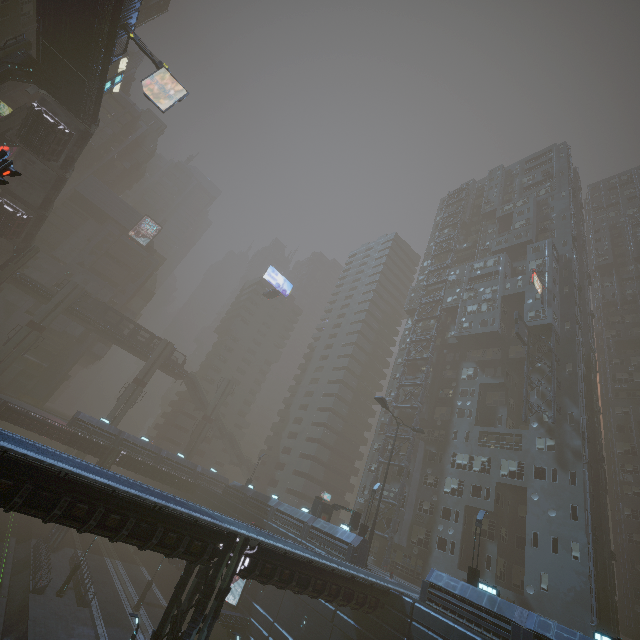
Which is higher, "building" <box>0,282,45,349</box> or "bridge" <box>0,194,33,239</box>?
"bridge" <box>0,194,33,239</box>

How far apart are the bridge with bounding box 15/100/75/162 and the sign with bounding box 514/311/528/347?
53.33m

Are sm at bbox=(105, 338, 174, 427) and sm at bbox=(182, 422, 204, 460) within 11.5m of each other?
yes

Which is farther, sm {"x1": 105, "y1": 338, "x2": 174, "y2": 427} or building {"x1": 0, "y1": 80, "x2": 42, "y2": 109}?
sm {"x1": 105, "y1": 338, "x2": 174, "y2": 427}

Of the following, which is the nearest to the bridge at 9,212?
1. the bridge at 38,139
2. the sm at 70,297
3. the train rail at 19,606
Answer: the sm at 70,297

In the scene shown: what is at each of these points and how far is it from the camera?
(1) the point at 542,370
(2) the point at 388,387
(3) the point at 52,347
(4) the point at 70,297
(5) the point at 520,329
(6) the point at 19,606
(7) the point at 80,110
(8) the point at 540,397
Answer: (1) building, 38.06m
(2) building, 53.41m
(3) building, 58.69m
(4) sm, 50.25m
(5) sign, 37.41m
(6) train rail, 26.55m
(7) bridge, 32.44m
(8) building, 36.50m

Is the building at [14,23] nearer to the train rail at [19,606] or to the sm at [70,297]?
the train rail at [19,606]

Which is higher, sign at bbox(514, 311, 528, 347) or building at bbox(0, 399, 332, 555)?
sign at bbox(514, 311, 528, 347)
